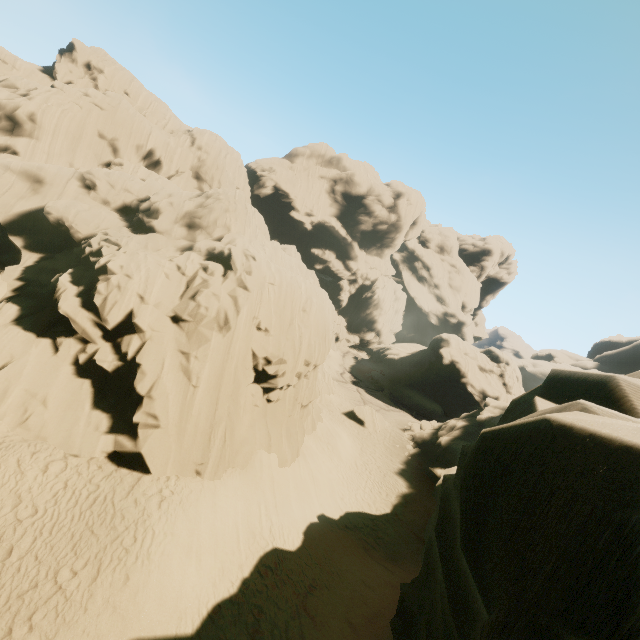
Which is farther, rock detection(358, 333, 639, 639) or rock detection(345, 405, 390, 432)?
rock detection(345, 405, 390, 432)

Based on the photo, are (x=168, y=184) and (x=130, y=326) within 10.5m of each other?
no

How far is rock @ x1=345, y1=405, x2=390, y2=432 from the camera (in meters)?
31.78

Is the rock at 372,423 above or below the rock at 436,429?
below

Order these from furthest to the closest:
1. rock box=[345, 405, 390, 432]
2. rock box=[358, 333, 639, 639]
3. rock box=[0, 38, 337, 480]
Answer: rock box=[345, 405, 390, 432] → rock box=[0, 38, 337, 480] → rock box=[358, 333, 639, 639]

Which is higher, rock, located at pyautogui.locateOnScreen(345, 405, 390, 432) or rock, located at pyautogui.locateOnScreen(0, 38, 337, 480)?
rock, located at pyautogui.locateOnScreen(0, 38, 337, 480)

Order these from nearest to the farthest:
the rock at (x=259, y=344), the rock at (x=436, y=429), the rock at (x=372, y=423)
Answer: the rock at (x=436, y=429), the rock at (x=259, y=344), the rock at (x=372, y=423)
